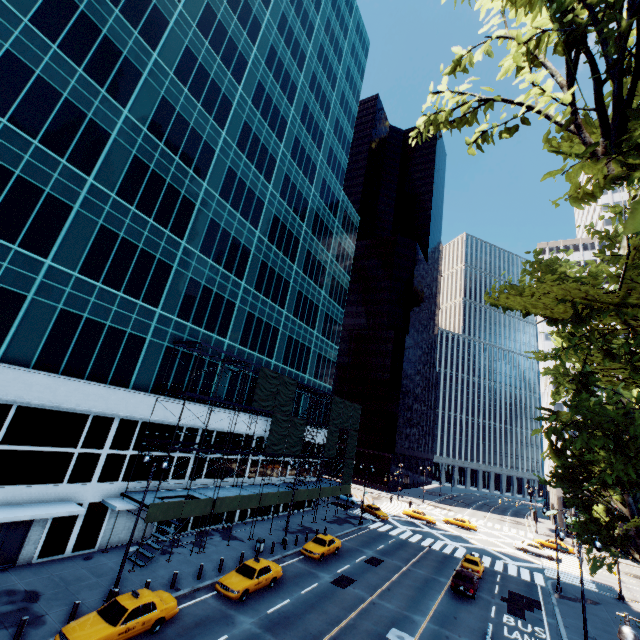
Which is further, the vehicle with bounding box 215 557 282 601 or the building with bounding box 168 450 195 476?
the building with bounding box 168 450 195 476

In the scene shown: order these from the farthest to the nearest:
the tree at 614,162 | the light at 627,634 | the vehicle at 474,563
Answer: the vehicle at 474,563
the light at 627,634
the tree at 614,162

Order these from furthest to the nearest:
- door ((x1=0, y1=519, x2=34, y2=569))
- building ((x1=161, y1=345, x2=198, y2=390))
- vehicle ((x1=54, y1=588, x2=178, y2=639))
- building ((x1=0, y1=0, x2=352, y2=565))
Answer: building ((x1=161, y1=345, x2=198, y2=390)) < building ((x1=0, y1=0, x2=352, y2=565)) < door ((x1=0, y1=519, x2=34, y2=569)) < vehicle ((x1=54, y1=588, x2=178, y2=639))

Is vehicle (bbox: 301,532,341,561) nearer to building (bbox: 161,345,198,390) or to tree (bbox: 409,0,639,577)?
building (bbox: 161,345,198,390)

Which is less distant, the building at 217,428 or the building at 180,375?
the building at 180,375

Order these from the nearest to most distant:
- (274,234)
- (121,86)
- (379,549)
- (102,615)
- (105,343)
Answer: (102,615) < (105,343) < (121,86) < (379,549) < (274,234)

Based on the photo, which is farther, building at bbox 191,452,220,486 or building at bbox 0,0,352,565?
building at bbox 191,452,220,486

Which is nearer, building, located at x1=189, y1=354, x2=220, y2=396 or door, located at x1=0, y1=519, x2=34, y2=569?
door, located at x1=0, y1=519, x2=34, y2=569
